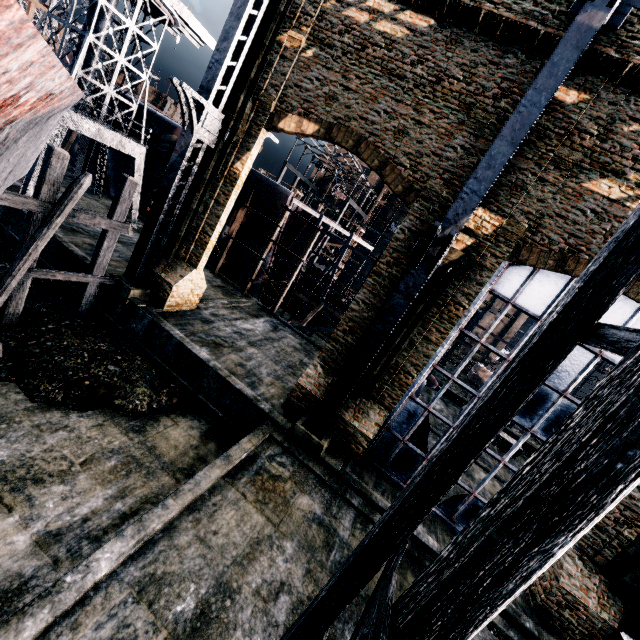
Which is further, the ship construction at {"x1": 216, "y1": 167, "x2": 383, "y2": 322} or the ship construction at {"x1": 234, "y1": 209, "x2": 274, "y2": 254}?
the ship construction at {"x1": 234, "y1": 209, "x2": 274, "y2": 254}

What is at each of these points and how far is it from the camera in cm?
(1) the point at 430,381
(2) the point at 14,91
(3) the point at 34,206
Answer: (1) propeller, 2603
(2) ship, 109
(3) wooden scaffolding, 1178

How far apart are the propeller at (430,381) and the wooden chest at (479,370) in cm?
1970

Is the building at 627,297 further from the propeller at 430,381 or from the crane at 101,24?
the propeller at 430,381

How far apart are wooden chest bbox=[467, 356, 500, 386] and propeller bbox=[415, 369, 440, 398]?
19.7 meters

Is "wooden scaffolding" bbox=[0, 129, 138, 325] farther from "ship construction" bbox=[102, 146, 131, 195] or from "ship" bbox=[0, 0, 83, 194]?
"ship construction" bbox=[102, 146, 131, 195]

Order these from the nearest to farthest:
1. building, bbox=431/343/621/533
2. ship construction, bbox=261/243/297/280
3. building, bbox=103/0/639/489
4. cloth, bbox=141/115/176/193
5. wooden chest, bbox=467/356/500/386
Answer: building, bbox=103/0/639/489 → building, bbox=431/343/621/533 → cloth, bbox=141/115/176/193 → ship construction, bbox=261/243/297/280 → wooden chest, bbox=467/356/500/386

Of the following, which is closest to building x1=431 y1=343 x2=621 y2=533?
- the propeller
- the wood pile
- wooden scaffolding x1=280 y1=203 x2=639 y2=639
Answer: wooden scaffolding x1=280 y1=203 x2=639 y2=639
